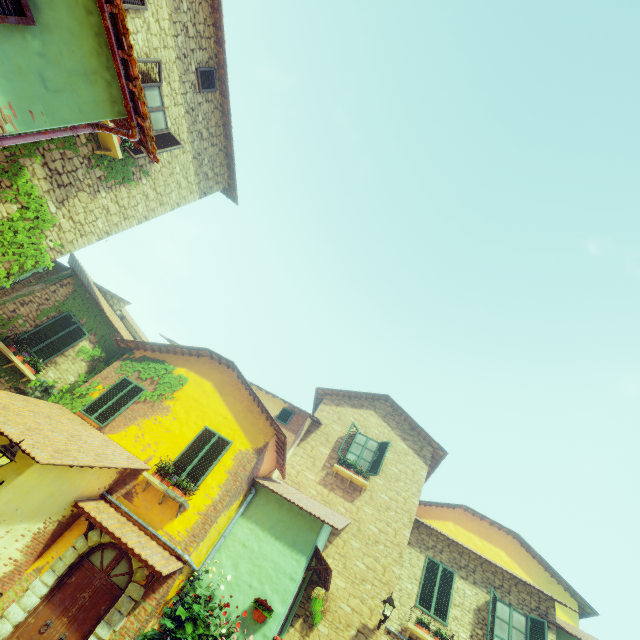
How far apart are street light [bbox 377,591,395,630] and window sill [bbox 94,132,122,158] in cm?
1439

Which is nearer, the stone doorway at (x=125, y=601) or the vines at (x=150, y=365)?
the stone doorway at (x=125, y=601)

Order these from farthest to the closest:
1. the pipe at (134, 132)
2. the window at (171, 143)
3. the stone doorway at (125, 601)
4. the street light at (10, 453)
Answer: the window at (171, 143), the stone doorway at (125, 601), the street light at (10, 453), the pipe at (134, 132)

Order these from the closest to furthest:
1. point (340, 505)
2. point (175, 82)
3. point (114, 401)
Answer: point (175, 82) → point (114, 401) → point (340, 505)

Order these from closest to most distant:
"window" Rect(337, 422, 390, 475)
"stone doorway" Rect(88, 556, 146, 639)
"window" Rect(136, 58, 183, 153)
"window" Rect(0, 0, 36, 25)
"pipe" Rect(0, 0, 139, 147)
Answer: "window" Rect(0, 0, 36, 25)
"pipe" Rect(0, 0, 139, 147)
"stone doorway" Rect(88, 556, 146, 639)
"window" Rect(136, 58, 183, 153)
"window" Rect(337, 422, 390, 475)

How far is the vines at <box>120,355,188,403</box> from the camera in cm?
1105

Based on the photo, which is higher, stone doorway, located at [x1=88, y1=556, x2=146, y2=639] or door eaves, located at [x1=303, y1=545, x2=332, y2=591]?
door eaves, located at [x1=303, y1=545, x2=332, y2=591]

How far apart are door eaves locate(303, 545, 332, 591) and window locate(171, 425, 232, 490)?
3.8m
